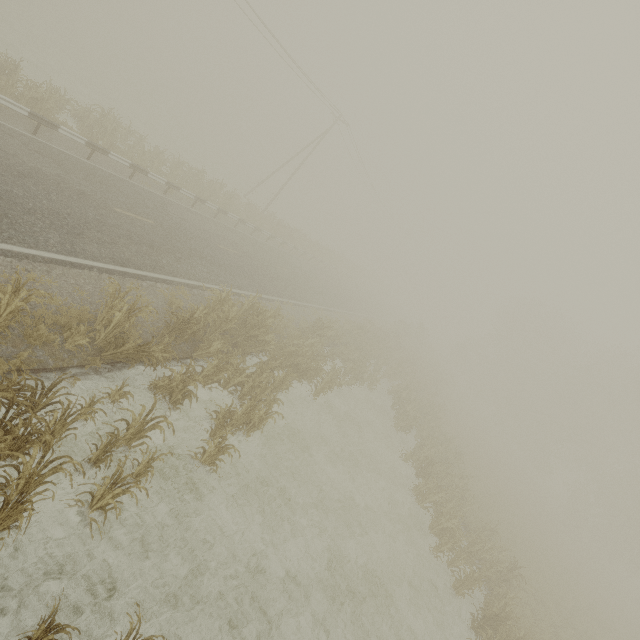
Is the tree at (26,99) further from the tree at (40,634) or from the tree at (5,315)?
the tree at (40,634)

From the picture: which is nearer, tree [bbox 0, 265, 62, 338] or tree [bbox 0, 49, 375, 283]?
tree [bbox 0, 265, 62, 338]

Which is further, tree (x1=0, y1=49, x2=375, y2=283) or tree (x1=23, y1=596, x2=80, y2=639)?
tree (x1=0, y1=49, x2=375, y2=283)

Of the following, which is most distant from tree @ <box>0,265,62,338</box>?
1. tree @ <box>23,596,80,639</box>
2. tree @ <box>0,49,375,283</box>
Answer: tree @ <box>0,49,375,283</box>

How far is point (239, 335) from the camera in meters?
12.7

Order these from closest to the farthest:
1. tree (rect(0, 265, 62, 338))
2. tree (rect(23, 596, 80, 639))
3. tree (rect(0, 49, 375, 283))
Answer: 1. tree (rect(23, 596, 80, 639))
2. tree (rect(0, 265, 62, 338))
3. tree (rect(0, 49, 375, 283))

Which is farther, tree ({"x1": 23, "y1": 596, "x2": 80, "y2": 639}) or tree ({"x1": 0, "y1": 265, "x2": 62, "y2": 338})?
tree ({"x1": 0, "y1": 265, "x2": 62, "y2": 338})

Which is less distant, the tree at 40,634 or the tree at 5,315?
the tree at 40,634
